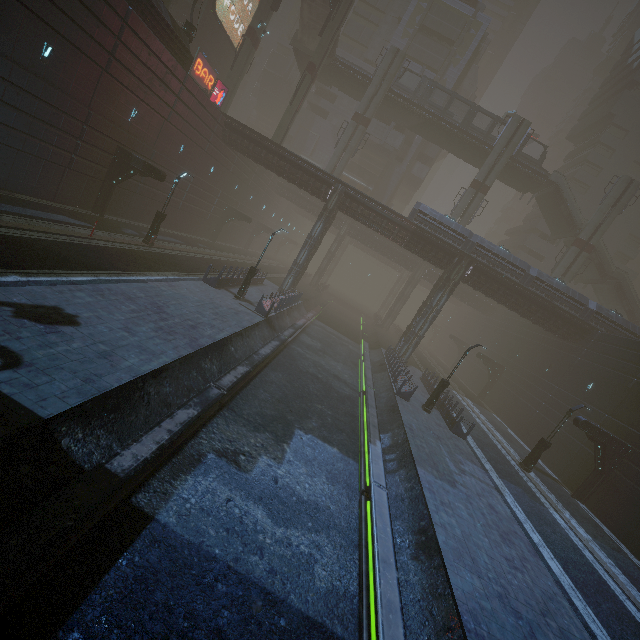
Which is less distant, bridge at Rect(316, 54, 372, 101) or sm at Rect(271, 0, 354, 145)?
sm at Rect(271, 0, 354, 145)

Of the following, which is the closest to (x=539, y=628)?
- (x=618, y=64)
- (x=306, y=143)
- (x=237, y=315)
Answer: (x=237, y=315)

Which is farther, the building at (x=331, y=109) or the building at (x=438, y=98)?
the building at (x=331, y=109)

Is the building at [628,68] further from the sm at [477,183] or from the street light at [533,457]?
the street light at [533,457]

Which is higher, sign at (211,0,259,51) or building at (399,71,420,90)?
building at (399,71,420,90)

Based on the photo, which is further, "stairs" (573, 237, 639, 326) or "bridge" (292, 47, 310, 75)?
"bridge" (292, 47, 310, 75)

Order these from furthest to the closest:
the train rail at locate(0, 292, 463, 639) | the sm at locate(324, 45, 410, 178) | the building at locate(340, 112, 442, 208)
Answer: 1. the building at locate(340, 112, 442, 208)
2. the sm at locate(324, 45, 410, 178)
3. the train rail at locate(0, 292, 463, 639)

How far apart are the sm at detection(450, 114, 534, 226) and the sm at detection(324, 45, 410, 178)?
12.9m
